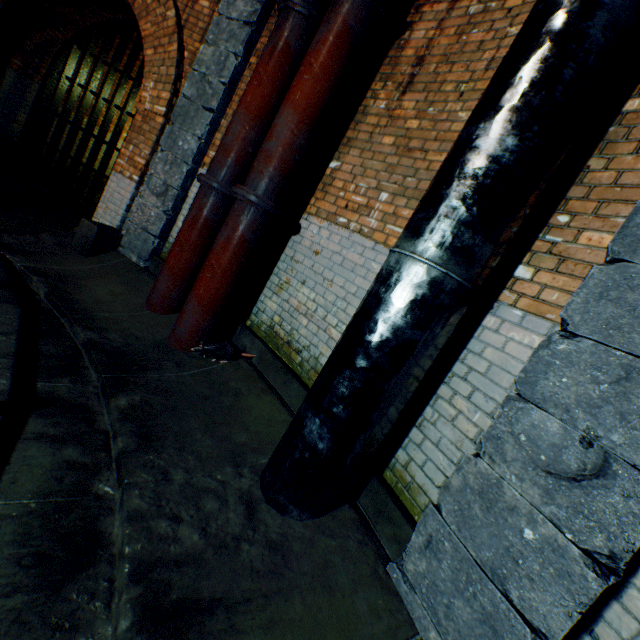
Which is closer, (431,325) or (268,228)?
(431,325)

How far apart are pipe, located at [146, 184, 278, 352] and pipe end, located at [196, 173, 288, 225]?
0.0m

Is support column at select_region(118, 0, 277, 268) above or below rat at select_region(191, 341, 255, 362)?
above

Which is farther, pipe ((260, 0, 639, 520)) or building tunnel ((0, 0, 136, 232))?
building tunnel ((0, 0, 136, 232))

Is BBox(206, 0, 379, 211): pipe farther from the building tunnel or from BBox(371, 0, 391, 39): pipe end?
the building tunnel

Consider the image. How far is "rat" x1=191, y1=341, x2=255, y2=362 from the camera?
3.4 meters

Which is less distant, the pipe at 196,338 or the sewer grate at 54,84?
the pipe at 196,338

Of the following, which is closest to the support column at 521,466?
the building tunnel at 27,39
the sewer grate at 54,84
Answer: the building tunnel at 27,39
